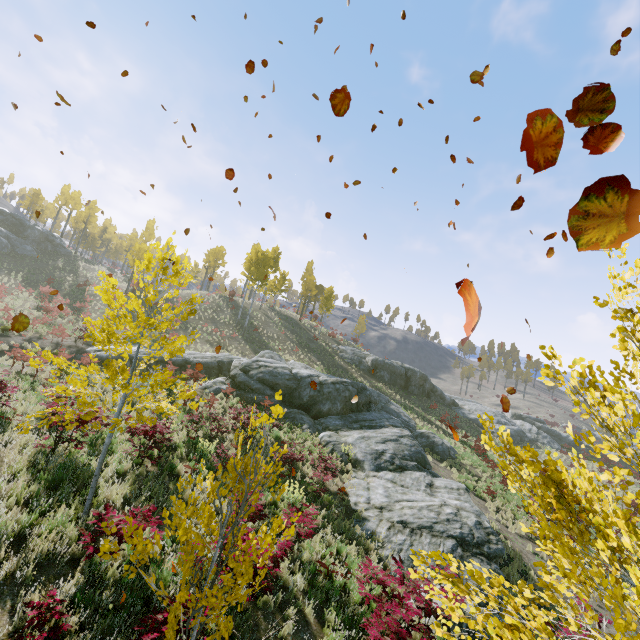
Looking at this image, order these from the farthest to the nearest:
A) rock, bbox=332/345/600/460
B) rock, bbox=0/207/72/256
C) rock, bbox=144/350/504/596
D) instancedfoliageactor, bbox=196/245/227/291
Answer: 1. instancedfoliageactor, bbox=196/245/227/291
2. rock, bbox=0/207/72/256
3. rock, bbox=332/345/600/460
4. rock, bbox=144/350/504/596

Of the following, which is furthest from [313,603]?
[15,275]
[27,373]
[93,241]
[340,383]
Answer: [93,241]

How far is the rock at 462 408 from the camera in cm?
3909

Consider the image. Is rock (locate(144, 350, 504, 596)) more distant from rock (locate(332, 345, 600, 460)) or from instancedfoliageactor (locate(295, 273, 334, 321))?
rock (locate(332, 345, 600, 460))

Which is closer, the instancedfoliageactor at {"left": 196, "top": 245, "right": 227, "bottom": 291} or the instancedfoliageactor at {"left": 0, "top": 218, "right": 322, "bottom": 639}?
the instancedfoliageactor at {"left": 0, "top": 218, "right": 322, "bottom": 639}

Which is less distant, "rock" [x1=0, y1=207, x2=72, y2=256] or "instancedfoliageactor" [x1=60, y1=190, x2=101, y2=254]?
"rock" [x1=0, y1=207, x2=72, y2=256]

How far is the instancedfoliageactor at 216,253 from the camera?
48.41m
